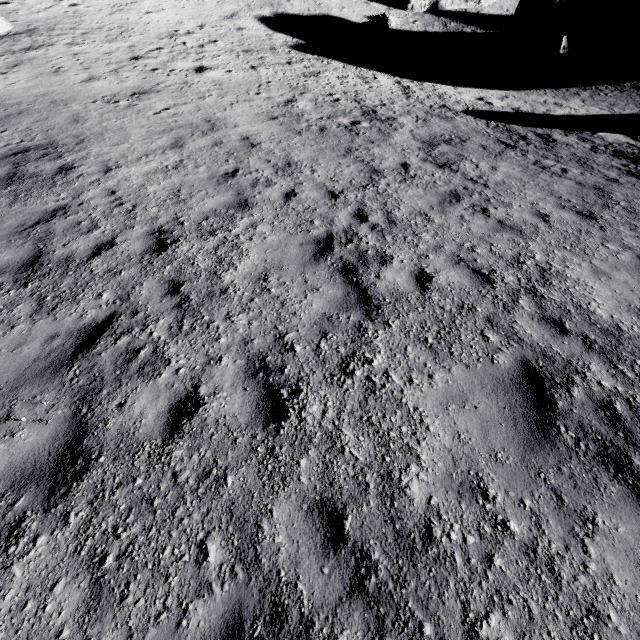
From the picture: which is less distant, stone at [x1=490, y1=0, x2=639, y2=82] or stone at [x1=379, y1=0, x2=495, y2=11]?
stone at [x1=490, y1=0, x2=639, y2=82]

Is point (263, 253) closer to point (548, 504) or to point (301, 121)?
point (548, 504)

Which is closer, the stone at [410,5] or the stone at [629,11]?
the stone at [629,11]
